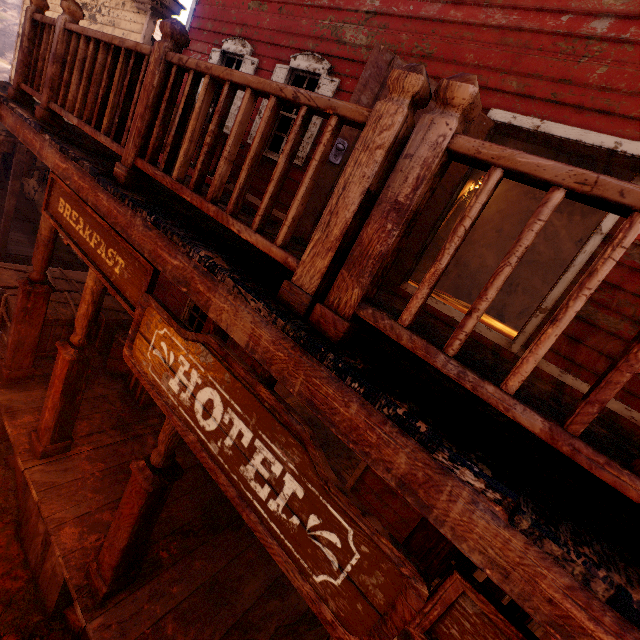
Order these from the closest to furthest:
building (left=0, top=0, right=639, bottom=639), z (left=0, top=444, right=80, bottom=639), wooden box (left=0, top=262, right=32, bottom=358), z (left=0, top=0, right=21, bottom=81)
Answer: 1. building (left=0, top=0, right=639, bottom=639)
2. z (left=0, top=444, right=80, bottom=639)
3. wooden box (left=0, top=262, right=32, bottom=358)
4. z (left=0, top=0, right=21, bottom=81)

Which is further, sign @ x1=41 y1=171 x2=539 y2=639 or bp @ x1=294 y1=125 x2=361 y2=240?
bp @ x1=294 y1=125 x2=361 y2=240

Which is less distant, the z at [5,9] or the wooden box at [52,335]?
the wooden box at [52,335]

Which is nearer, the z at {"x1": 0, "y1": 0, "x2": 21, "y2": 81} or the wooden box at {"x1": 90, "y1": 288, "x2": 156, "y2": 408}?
the wooden box at {"x1": 90, "y1": 288, "x2": 156, "y2": 408}

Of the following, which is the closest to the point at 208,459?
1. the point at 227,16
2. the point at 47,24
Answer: the point at 47,24

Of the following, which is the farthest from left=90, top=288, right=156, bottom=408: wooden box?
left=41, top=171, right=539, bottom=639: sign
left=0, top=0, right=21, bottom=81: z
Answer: left=41, top=171, right=539, bottom=639: sign

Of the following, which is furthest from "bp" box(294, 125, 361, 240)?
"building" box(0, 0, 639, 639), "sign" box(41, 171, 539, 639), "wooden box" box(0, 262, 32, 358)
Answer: "wooden box" box(0, 262, 32, 358)

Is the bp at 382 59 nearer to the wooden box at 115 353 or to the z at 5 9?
the wooden box at 115 353
